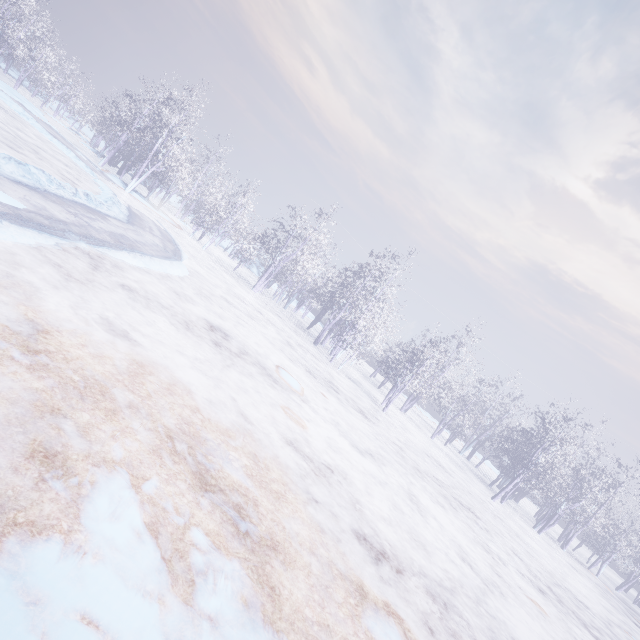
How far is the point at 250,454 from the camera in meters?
4.5
